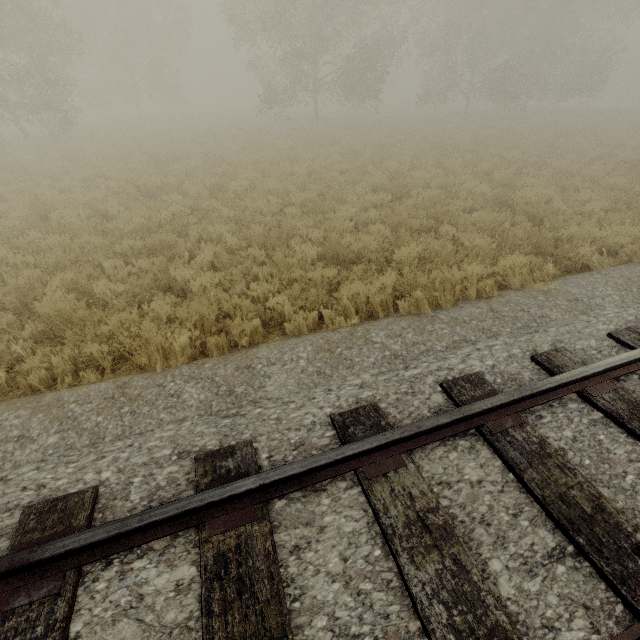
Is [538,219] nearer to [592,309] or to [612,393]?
[592,309]
